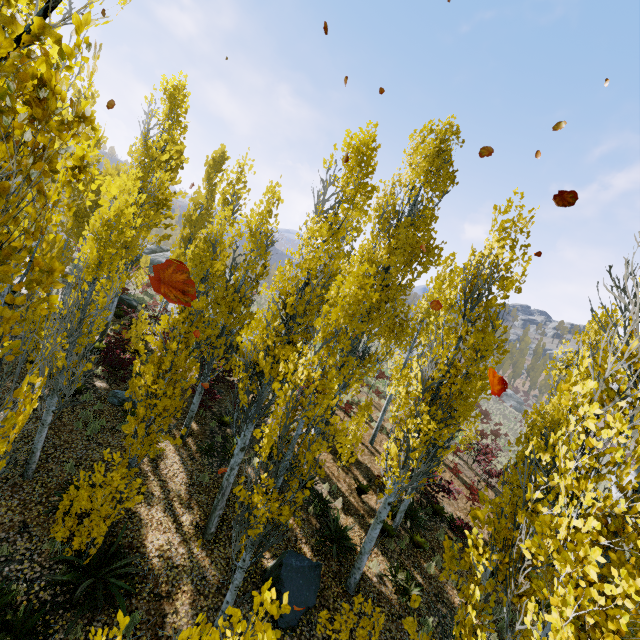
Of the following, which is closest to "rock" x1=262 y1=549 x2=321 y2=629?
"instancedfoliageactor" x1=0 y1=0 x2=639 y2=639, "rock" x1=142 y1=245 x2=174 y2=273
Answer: "instancedfoliageactor" x1=0 y1=0 x2=639 y2=639

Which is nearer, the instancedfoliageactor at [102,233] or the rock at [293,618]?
the instancedfoliageactor at [102,233]

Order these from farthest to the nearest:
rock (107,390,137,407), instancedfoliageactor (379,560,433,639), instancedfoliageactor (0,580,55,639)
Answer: rock (107,390,137,407) < instancedfoliageactor (0,580,55,639) < instancedfoliageactor (379,560,433,639)

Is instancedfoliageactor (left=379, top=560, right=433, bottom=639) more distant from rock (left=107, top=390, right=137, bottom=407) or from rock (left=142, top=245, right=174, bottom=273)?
rock (left=142, top=245, right=174, bottom=273)

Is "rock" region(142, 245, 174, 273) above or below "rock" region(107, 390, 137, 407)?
above

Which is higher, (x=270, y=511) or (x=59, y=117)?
(x=59, y=117)

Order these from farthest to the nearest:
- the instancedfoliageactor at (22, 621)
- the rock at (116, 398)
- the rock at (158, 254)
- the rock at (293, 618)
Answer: the rock at (158, 254) < the rock at (116, 398) < the rock at (293, 618) < the instancedfoliageactor at (22, 621)
